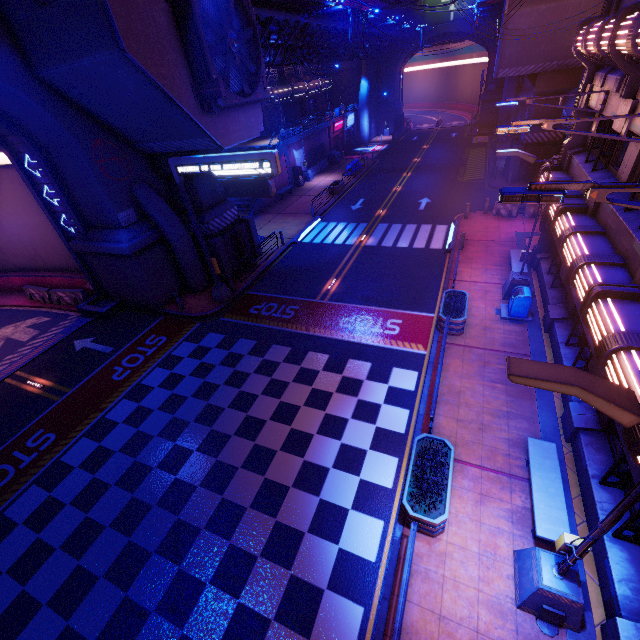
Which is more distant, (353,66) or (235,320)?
(353,66)

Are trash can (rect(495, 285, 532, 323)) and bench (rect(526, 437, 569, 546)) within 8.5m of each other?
yes

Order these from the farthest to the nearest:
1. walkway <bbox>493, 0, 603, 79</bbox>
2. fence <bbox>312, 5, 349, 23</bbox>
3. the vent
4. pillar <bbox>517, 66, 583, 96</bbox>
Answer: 1. pillar <bbox>517, 66, 583, 96</bbox>
2. fence <bbox>312, 5, 349, 23</bbox>
3. walkway <bbox>493, 0, 603, 79</bbox>
4. the vent

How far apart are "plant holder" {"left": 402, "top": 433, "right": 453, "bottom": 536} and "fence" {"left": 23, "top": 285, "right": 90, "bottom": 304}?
20.5 meters

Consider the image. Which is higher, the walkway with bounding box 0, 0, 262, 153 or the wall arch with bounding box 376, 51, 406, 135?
the walkway with bounding box 0, 0, 262, 153

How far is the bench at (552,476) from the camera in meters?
7.0 m

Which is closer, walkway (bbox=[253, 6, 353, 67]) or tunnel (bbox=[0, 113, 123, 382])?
tunnel (bbox=[0, 113, 123, 382])

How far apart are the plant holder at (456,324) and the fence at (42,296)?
20.31m
